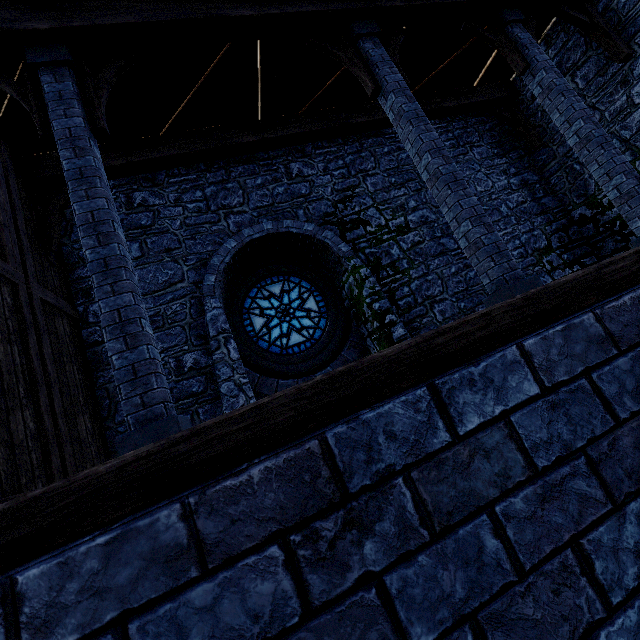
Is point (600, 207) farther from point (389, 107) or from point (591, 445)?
point (591, 445)

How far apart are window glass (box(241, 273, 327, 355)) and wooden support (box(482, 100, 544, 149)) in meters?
6.6

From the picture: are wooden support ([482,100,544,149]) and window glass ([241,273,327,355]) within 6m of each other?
no

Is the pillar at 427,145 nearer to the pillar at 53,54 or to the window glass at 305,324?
the pillar at 53,54

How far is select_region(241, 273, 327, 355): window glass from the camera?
7.45m

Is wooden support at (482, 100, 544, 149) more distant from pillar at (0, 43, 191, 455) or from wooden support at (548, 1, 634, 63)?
pillar at (0, 43, 191, 455)

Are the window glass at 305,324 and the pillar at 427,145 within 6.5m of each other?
yes

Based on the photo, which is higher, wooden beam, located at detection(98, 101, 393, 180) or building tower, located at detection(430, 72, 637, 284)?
wooden beam, located at detection(98, 101, 393, 180)
